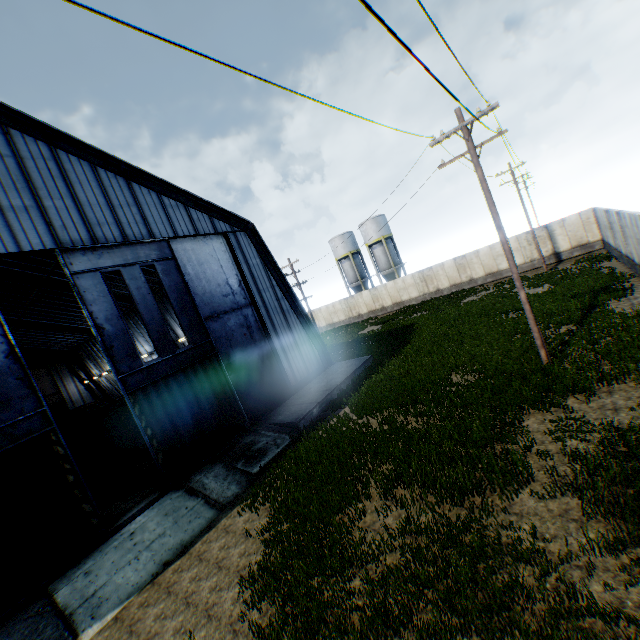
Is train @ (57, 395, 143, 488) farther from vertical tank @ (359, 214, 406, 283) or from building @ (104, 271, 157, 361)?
vertical tank @ (359, 214, 406, 283)

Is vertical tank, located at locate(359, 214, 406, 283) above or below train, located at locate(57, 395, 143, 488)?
above

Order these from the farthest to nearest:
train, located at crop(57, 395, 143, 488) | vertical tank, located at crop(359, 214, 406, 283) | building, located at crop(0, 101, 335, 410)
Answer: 1. vertical tank, located at crop(359, 214, 406, 283)
2. train, located at crop(57, 395, 143, 488)
3. building, located at crop(0, 101, 335, 410)

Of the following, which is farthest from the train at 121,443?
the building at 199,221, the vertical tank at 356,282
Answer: the vertical tank at 356,282

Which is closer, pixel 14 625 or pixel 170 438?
pixel 14 625

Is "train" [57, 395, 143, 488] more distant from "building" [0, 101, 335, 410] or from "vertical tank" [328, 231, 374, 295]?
"vertical tank" [328, 231, 374, 295]
